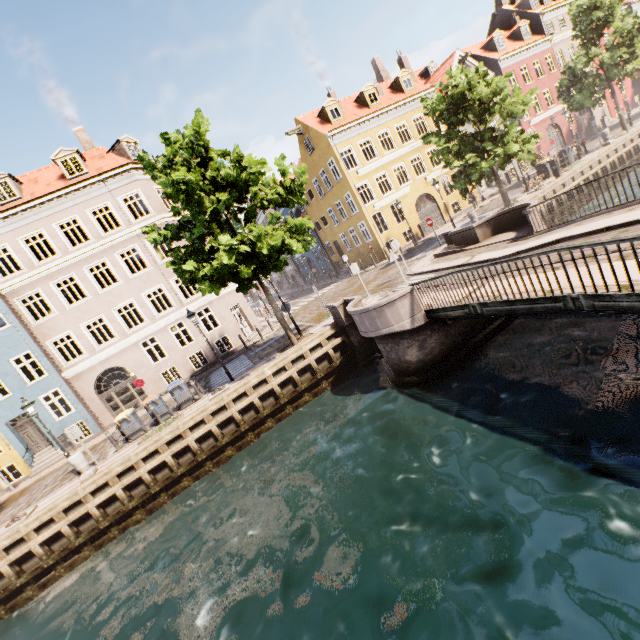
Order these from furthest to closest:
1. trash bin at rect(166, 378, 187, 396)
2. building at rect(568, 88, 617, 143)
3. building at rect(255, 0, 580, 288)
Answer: building at rect(568, 88, 617, 143) < building at rect(255, 0, 580, 288) < trash bin at rect(166, 378, 187, 396)

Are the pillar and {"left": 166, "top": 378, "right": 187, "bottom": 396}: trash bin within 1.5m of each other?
no

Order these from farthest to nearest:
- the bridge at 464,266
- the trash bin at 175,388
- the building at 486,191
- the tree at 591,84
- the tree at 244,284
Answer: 1. the building at 486,191
2. the tree at 591,84
3. the trash bin at 175,388
4. the tree at 244,284
5. the bridge at 464,266

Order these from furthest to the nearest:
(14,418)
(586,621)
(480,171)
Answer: (14,418)
(480,171)
(586,621)

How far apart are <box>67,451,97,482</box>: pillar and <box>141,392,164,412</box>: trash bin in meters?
2.7 m

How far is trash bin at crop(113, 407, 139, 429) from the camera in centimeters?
1445cm

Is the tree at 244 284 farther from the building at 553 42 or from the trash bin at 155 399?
the trash bin at 155 399

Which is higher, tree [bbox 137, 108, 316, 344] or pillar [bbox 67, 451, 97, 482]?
tree [bbox 137, 108, 316, 344]
